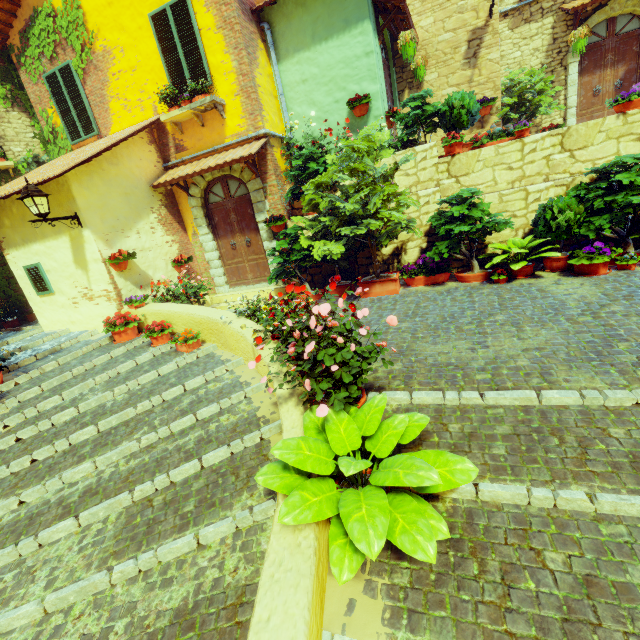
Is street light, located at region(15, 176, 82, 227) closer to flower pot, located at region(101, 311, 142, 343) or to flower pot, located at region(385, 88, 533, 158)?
flower pot, located at region(101, 311, 142, 343)

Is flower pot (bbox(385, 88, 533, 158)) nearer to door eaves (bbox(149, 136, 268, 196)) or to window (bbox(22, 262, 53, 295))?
door eaves (bbox(149, 136, 268, 196))

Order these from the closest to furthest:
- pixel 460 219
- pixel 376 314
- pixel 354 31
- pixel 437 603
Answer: pixel 437 603 → pixel 376 314 → pixel 460 219 → pixel 354 31

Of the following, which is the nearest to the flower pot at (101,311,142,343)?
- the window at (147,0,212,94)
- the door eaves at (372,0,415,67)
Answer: the window at (147,0,212,94)

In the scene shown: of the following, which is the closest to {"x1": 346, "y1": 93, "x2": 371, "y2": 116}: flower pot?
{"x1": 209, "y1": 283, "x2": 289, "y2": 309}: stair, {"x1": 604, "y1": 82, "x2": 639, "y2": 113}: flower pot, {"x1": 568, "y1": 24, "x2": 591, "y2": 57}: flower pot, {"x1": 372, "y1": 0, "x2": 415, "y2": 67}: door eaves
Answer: {"x1": 372, "y1": 0, "x2": 415, "y2": 67}: door eaves

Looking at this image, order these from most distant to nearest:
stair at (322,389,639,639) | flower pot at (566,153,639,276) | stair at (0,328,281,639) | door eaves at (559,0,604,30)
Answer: door eaves at (559,0,604,30) < flower pot at (566,153,639,276) < stair at (0,328,281,639) < stair at (322,389,639,639)

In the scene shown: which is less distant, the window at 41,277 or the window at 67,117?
the window at 41,277

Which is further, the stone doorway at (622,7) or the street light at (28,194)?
the stone doorway at (622,7)
